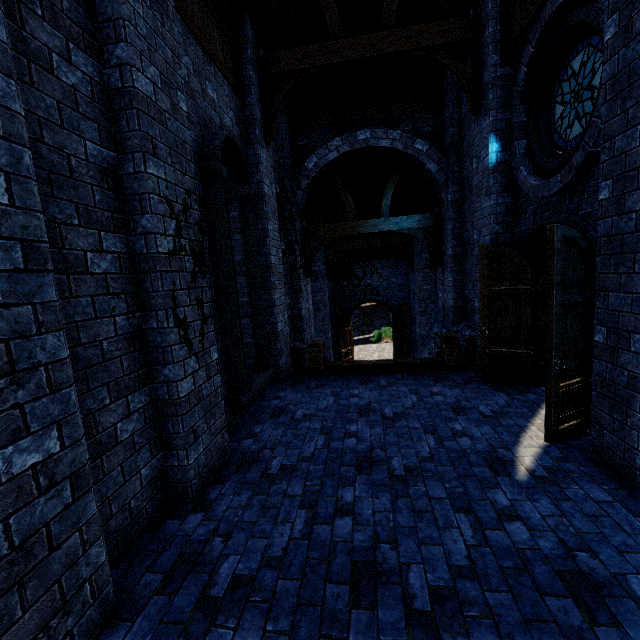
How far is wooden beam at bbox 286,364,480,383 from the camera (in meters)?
6.65

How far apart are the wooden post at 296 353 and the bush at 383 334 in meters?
18.3

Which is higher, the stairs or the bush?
the stairs

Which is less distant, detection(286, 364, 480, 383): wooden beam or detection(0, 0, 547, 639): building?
detection(0, 0, 547, 639): building

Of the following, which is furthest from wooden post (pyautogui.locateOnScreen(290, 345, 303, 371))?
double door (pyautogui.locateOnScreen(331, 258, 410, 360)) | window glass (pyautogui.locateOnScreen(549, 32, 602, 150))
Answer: double door (pyautogui.locateOnScreen(331, 258, 410, 360))

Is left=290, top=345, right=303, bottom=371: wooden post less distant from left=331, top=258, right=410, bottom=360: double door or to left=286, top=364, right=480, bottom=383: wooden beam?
left=286, top=364, right=480, bottom=383: wooden beam

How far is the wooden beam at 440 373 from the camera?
6.7 meters

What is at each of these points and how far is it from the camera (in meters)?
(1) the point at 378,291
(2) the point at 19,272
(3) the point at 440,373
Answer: (1) double door, 18.97
(2) building, 1.84
(3) wooden beam, 6.99
